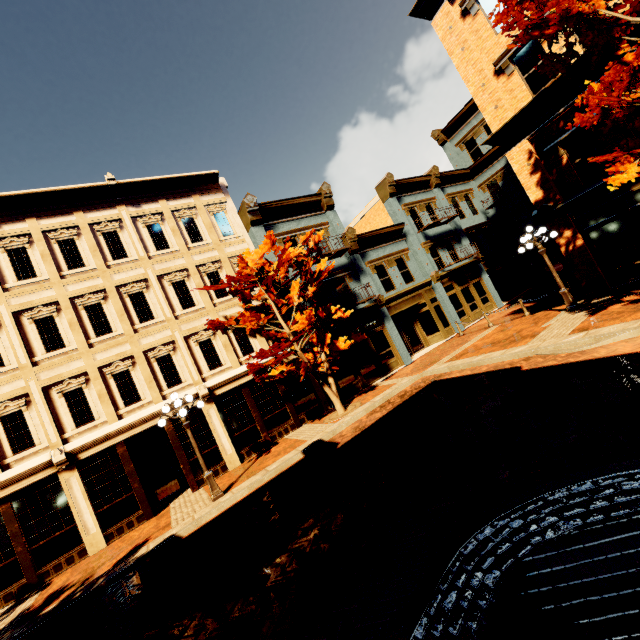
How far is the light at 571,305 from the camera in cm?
1230

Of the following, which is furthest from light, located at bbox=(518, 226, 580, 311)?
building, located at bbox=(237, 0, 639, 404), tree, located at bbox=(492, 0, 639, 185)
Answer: building, located at bbox=(237, 0, 639, 404)

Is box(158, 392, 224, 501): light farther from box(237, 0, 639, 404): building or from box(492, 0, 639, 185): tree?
box(492, 0, 639, 185): tree

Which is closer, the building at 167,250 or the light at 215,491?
the light at 215,491

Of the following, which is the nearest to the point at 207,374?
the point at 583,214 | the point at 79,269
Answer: the point at 79,269

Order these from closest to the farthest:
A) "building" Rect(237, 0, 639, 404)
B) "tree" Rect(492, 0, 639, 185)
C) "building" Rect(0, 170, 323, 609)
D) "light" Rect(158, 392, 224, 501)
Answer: "tree" Rect(492, 0, 639, 185)
"light" Rect(158, 392, 224, 501)
"building" Rect(0, 170, 323, 609)
"building" Rect(237, 0, 639, 404)

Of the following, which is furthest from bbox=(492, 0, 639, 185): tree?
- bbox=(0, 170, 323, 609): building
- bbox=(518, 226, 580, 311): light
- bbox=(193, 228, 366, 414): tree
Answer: bbox=(0, 170, 323, 609): building

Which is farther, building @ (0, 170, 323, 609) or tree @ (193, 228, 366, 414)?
tree @ (193, 228, 366, 414)
